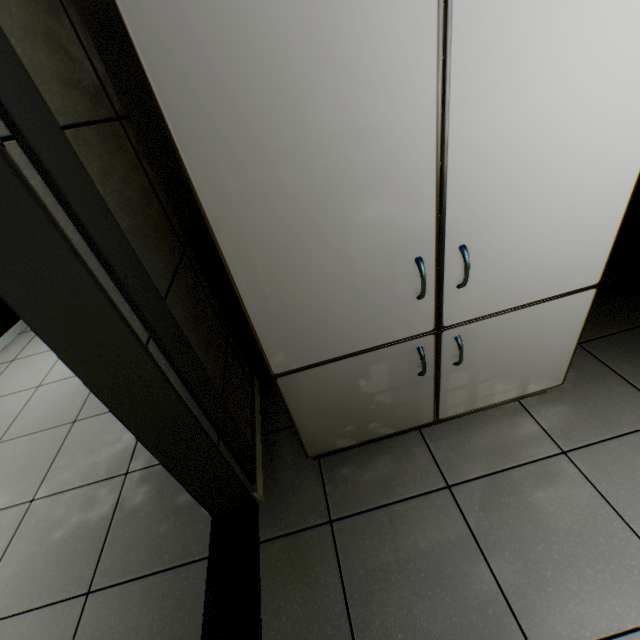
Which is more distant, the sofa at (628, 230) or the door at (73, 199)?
the sofa at (628, 230)

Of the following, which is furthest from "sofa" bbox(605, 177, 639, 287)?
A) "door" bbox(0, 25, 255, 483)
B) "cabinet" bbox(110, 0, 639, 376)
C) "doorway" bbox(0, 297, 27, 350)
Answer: "doorway" bbox(0, 297, 27, 350)

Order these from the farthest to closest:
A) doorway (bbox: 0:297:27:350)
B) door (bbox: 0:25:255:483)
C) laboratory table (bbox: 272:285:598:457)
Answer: doorway (bbox: 0:297:27:350)
laboratory table (bbox: 272:285:598:457)
door (bbox: 0:25:255:483)

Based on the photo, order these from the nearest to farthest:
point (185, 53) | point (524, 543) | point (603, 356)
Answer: point (185, 53) → point (524, 543) → point (603, 356)

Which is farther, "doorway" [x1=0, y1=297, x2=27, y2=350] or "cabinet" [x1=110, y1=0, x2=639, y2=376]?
"doorway" [x1=0, y1=297, x2=27, y2=350]

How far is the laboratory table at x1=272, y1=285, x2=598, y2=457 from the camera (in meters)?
1.14

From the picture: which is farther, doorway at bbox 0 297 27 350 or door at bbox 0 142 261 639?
doorway at bbox 0 297 27 350

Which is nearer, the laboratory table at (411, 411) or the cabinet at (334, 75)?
the cabinet at (334, 75)
